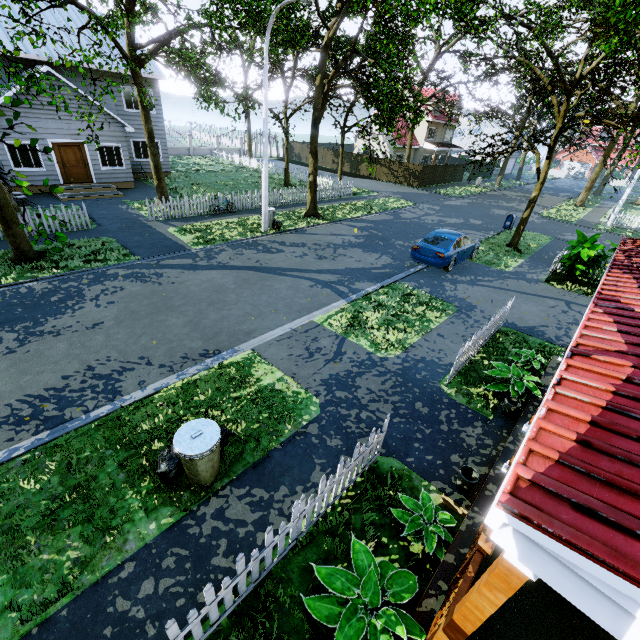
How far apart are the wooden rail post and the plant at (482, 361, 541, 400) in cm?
409

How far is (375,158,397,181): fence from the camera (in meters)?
35.22

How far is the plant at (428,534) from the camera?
4.30m

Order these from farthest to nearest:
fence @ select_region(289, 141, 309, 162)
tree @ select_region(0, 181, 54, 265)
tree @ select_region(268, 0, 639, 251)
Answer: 1. fence @ select_region(289, 141, 309, 162)
2. tree @ select_region(268, 0, 639, 251)
3. tree @ select_region(0, 181, 54, 265)

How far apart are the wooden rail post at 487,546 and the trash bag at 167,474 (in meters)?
3.78

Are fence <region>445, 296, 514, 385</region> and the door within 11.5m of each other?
no

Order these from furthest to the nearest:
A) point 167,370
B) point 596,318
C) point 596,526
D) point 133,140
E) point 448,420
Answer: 1. point 133,140
2. point 167,370
3. point 448,420
4. point 596,318
5. point 596,526

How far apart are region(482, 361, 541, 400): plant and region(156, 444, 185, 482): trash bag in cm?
562
